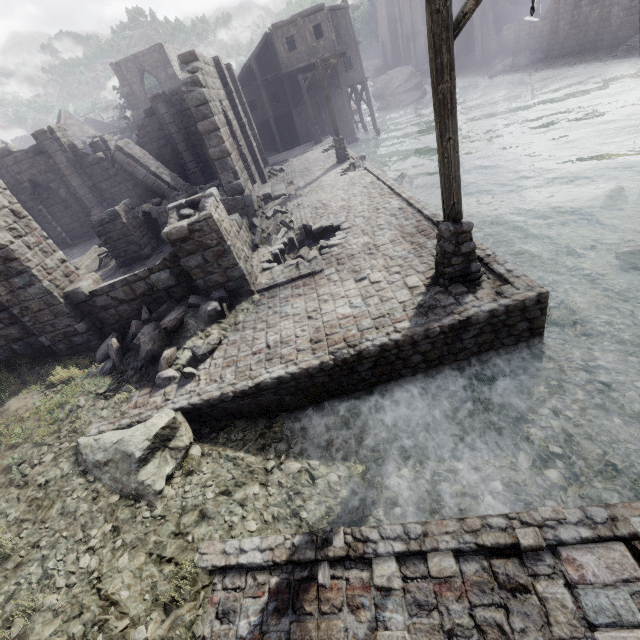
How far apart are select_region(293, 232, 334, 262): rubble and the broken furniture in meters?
9.8 m

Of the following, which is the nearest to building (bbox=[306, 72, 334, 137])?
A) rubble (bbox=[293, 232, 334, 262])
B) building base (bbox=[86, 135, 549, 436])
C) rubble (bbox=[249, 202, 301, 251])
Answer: rubble (bbox=[249, 202, 301, 251])

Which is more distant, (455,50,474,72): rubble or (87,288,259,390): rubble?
(455,50,474,72): rubble

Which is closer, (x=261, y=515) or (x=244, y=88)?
(x=261, y=515)

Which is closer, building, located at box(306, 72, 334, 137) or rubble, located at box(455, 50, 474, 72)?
building, located at box(306, 72, 334, 137)

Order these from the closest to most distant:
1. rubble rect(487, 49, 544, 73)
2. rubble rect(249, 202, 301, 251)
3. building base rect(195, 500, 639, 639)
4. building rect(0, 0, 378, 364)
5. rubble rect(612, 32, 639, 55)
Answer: building base rect(195, 500, 639, 639) < building rect(0, 0, 378, 364) < rubble rect(249, 202, 301, 251) < rubble rect(612, 32, 639, 55) < rubble rect(487, 49, 544, 73)

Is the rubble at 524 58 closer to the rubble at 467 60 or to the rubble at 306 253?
the rubble at 467 60

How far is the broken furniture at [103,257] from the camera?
14.0 meters
